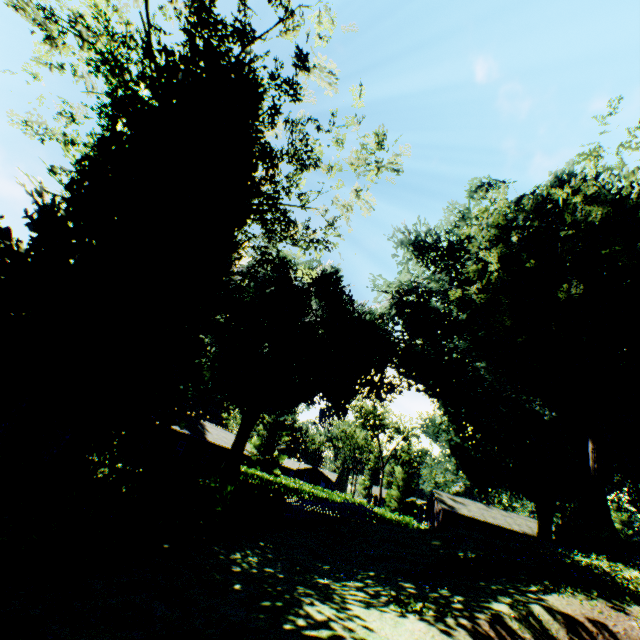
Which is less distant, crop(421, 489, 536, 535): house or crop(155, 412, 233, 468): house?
crop(155, 412, 233, 468): house

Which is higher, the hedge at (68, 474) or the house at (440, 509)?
the house at (440, 509)

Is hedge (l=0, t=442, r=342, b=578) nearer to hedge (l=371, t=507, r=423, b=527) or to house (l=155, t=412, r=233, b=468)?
house (l=155, t=412, r=233, b=468)

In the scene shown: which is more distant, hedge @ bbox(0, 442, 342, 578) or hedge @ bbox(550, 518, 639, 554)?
hedge @ bbox(550, 518, 639, 554)

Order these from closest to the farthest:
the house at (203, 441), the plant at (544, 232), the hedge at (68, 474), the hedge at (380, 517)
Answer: the hedge at (68, 474) → the plant at (544, 232) → the house at (203, 441) → the hedge at (380, 517)

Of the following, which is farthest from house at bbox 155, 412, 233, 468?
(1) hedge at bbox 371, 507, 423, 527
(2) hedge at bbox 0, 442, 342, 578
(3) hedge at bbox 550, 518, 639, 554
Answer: (3) hedge at bbox 550, 518, 639, 554

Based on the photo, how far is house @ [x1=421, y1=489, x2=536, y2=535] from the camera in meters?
40.9

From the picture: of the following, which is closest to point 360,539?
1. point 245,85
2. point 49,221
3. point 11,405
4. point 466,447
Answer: point 11,405
